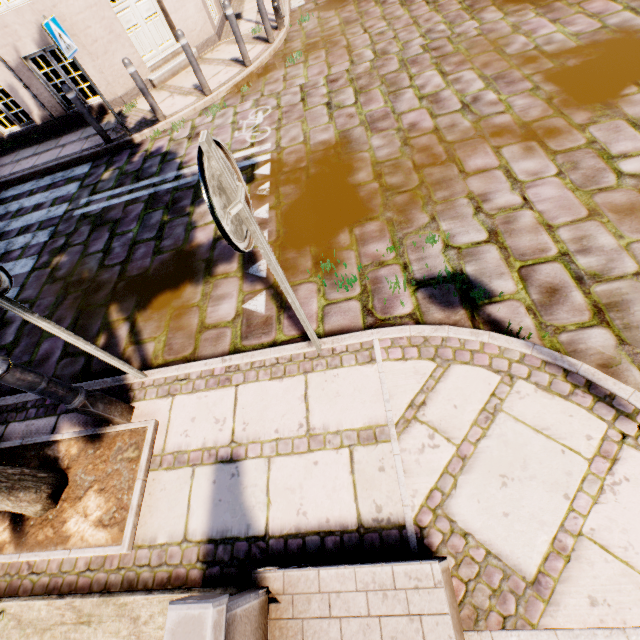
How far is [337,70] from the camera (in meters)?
6.30

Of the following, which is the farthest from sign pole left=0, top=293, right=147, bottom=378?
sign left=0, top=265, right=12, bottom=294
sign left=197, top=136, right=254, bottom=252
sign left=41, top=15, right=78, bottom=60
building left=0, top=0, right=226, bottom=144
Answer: building left=0, top=0, right=226, bottom=144

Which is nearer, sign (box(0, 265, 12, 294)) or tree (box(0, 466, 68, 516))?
sign (box(0, 265, 12, 294))

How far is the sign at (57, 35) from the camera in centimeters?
525cm

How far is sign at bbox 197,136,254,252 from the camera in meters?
1.3 m

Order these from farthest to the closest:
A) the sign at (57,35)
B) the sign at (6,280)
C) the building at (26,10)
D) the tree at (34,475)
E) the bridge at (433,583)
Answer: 1. the building at (26,10)
2. the sign at (57,35)
3. the tree at (34,475)
4. the sign at (6,280)
5. the bridge at (433,583)

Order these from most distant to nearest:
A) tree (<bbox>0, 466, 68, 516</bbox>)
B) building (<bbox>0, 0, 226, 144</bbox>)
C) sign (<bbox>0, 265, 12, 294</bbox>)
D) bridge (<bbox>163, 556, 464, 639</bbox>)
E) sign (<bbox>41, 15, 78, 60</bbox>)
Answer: building (<bbox>0, 0, 226, 144</bbox>), sign (<bbox>41, 15, 78, 60</bbox>), tree (<bbox>0, 466, 68, 516</bbox>), sign (<bbox>0, 265, 12, 294</bbox>), bridge (<bbox>163, 556, 464, 639</bbox>)

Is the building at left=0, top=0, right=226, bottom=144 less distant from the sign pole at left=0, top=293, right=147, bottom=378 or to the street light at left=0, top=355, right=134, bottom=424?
the street light at left=0, top=355, right=134, bottom=424
